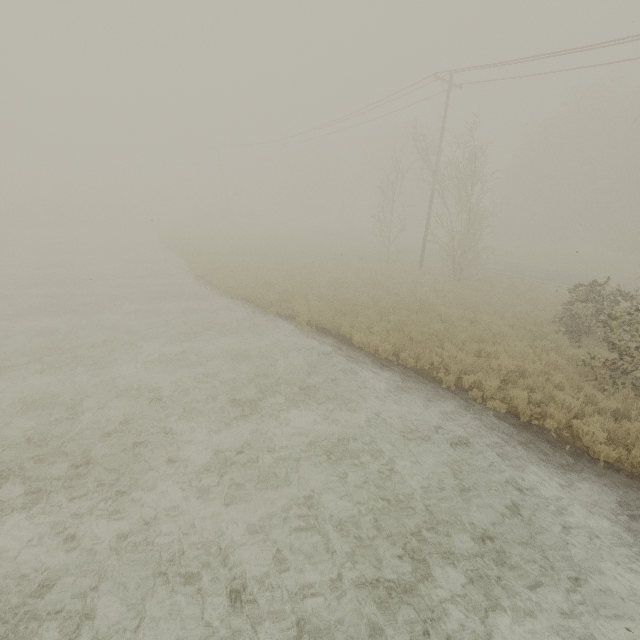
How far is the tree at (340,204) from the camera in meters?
56.2 m

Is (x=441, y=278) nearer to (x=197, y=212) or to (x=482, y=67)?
(x=482, y=67)

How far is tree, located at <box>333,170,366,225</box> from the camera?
56.2 meters
